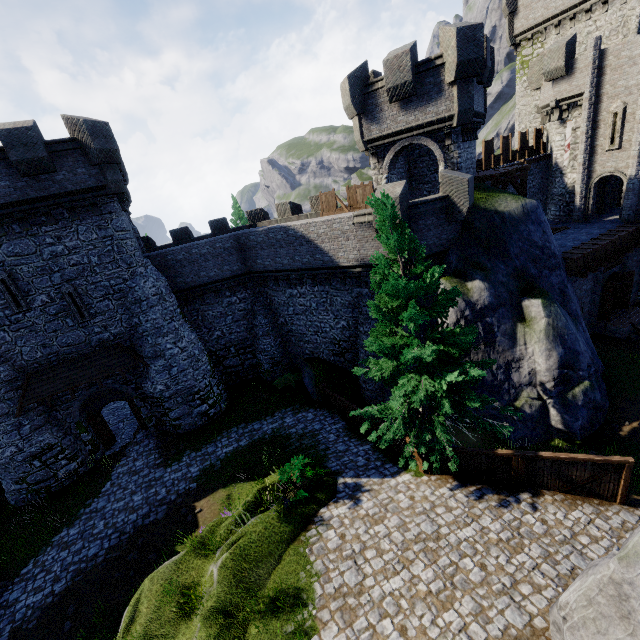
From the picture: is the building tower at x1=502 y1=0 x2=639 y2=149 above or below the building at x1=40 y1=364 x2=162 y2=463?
above

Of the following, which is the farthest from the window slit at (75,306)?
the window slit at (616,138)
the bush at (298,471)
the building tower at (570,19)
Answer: the building tower at (570,19)

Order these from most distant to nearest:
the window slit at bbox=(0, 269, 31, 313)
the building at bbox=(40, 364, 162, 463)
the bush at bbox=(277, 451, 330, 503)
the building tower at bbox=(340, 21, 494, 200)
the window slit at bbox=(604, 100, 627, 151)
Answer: the window slit at bbox=(604, 100, 627, 151) < the building at bbox=(40, 364, 162, 463) < the window slit at bbox=(0, 269, 31, 313) < the building tower at bbox=(340, 21, 494, 200) < the bush at bbox=(277, 451, 330, 503)

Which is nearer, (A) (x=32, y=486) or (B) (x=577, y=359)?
(B) (x=577, y=359)

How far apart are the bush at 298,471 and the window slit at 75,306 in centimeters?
1312cm

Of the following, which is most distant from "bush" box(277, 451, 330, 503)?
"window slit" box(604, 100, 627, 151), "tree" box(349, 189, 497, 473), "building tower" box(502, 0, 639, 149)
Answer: "building tower" box(502, 0, 639, 149)

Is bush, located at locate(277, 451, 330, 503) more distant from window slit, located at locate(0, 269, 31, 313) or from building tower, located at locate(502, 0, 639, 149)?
building tower, located at locate(502, 0, 639, 149)

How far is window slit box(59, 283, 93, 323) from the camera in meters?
16.5 m
